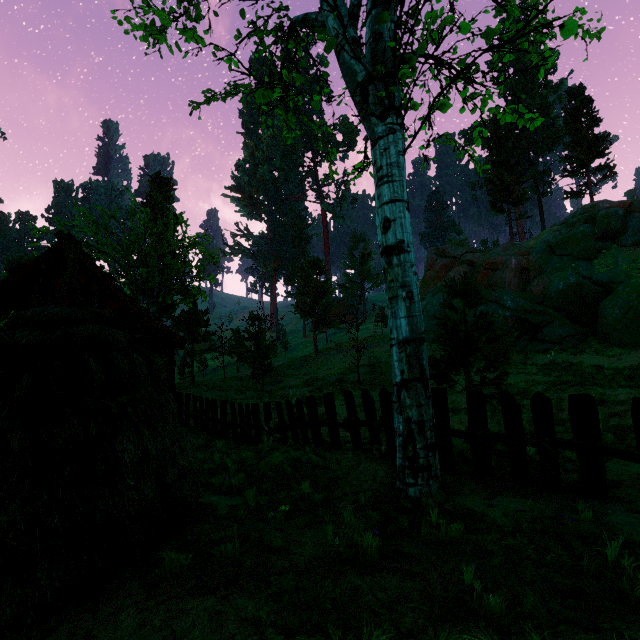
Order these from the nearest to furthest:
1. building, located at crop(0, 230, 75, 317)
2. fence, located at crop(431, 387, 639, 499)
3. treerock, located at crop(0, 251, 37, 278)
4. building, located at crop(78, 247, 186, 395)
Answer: fence, located at crop(431, 387, 639, 499) < building, located at crop(0, 230, 75, 317) < building, located at crop(78, 247, 186, 395) < treerock, located at crop(0, 251, 37, 278)

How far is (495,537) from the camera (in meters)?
3.47

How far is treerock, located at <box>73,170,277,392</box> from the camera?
21.26m

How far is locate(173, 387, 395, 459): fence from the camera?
6.3m

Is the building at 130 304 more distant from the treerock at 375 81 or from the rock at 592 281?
the rock at 592 281

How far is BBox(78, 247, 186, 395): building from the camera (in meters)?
13.98

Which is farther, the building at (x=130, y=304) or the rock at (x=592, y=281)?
the rock at (x=592, y=281)
